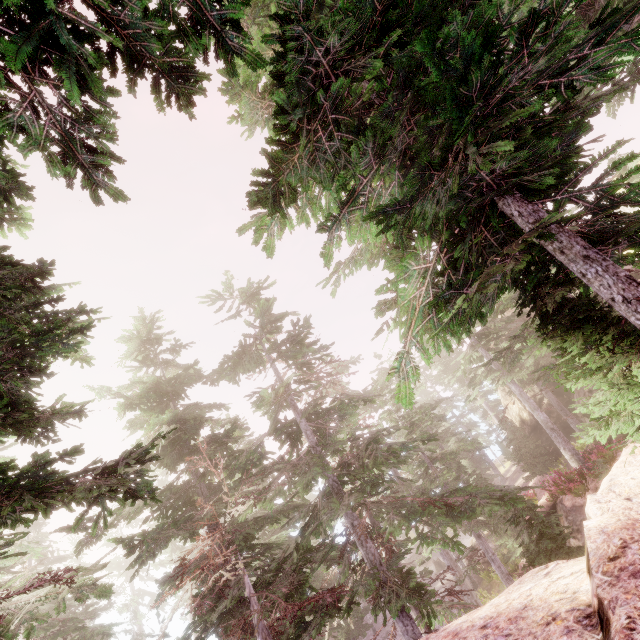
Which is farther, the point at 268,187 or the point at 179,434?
the point at 179,434

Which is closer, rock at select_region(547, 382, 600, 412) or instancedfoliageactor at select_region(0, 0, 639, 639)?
instancedfoliageactor at select_region(0, 0, 639, 639)

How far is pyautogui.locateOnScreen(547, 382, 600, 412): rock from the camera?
21.51m

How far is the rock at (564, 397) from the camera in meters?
21.5 m

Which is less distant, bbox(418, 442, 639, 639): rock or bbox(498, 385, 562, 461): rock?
bbox(418, 442, 639, 639): rock
